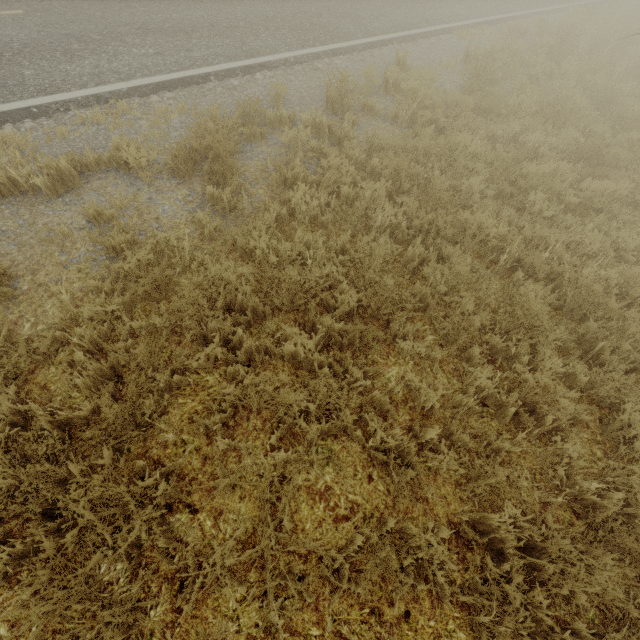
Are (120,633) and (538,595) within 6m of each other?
yes
